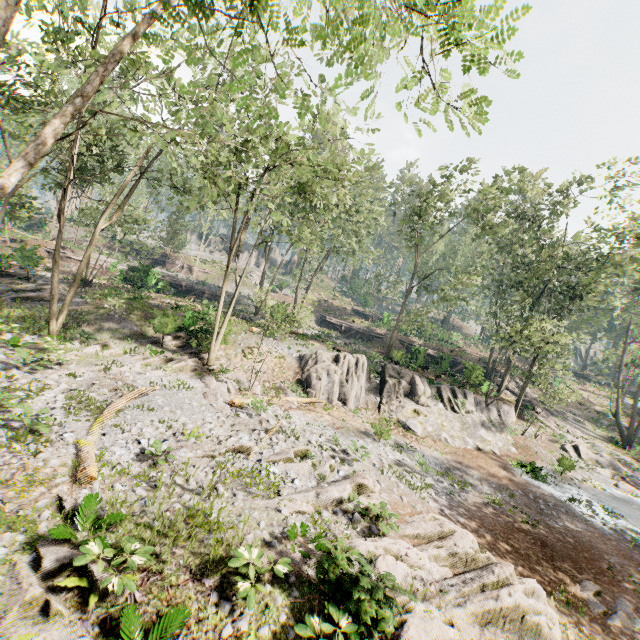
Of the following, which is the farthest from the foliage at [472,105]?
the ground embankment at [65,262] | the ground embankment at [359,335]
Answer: the ground embankment at [359,335]

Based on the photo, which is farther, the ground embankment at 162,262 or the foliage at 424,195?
the ground embankment at 162,262

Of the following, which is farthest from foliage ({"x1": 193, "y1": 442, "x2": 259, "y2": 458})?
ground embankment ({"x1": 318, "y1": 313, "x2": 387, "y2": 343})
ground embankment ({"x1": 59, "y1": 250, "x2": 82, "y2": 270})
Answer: ground embankment ({"x1": 318, "y1": 313, "x2": 387, "y2": 343})

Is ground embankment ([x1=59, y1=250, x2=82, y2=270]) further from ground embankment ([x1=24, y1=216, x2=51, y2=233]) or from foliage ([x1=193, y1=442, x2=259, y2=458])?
ground embankment ([x1=24, y1=216, x2=51, y2=233])

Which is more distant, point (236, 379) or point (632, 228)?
point (632, 228)

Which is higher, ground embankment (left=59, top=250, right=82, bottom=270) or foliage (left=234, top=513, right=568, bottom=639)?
ground embankment (left=59, top=250, right=82, bottom=270)

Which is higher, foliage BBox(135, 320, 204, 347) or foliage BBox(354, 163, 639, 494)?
foliage BBox(354, 163, 639, 494)

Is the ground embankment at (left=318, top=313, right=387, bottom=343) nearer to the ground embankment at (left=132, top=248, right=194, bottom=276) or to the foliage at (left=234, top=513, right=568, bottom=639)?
the foliage at (left=234, top=513, right=568, bottom=639)
